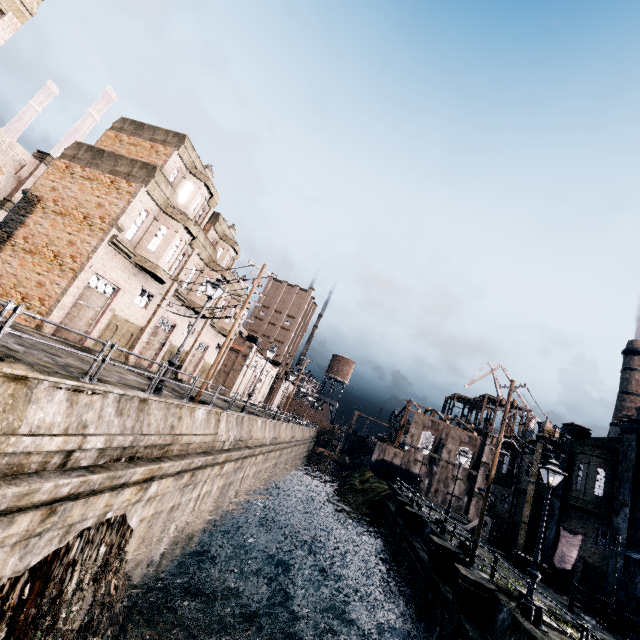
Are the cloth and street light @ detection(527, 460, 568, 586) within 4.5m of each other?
no

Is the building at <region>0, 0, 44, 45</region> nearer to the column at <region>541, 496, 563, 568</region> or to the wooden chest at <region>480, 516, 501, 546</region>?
the column at <region>541, 496, 563, 568</region>

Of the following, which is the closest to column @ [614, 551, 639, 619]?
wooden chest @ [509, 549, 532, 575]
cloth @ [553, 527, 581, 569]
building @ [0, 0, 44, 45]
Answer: cloth @ [553, 527, 581, 569]

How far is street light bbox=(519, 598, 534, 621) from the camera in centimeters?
1191cm

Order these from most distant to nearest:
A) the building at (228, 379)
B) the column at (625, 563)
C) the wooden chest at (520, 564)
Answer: the building at (228, 379), the wooden chest at (520, 564), the column at (625, 563)

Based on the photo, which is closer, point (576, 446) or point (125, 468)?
point (125, 468)

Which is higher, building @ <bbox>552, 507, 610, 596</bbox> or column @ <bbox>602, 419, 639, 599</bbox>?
column @ <bbox>602, 419, 639, 599</bbox>

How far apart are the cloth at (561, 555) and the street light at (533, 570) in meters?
13.3 m
